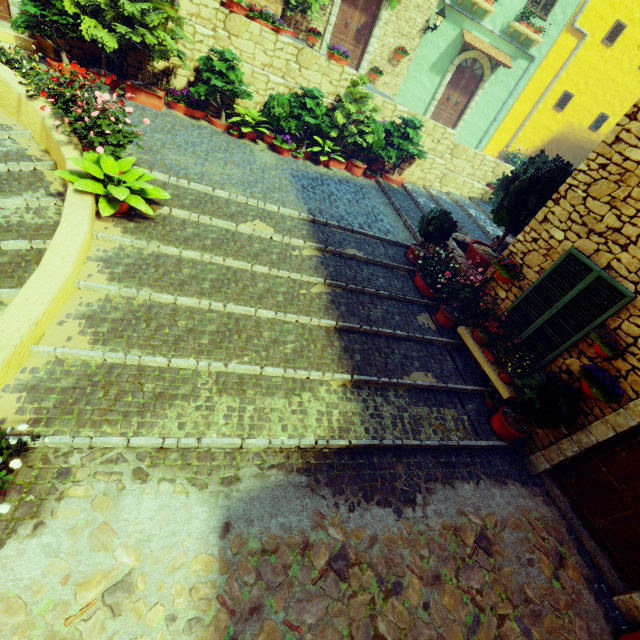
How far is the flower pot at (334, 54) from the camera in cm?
909

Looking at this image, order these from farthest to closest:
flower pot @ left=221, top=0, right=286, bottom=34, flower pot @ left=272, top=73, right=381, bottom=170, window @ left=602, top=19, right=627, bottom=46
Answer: window @ left=602, top=19, right=627, bottom=46 < flower pot @ left=272, top=73, right=381, bottom=170 < flower pot @ left=221, top=0, right=286, bottom=34

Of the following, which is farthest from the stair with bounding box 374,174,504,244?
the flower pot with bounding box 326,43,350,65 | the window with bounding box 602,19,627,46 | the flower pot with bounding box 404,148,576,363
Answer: the window with bounding box 602,19,627,46

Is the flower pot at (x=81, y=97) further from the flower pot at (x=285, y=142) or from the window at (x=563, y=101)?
the window at (x=563, y=101)

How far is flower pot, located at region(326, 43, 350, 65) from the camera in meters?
9.1

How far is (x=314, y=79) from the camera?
9.5 meters

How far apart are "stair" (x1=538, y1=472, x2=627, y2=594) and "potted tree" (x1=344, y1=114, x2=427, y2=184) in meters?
8.8 m

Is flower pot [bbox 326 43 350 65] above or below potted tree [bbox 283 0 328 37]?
below
